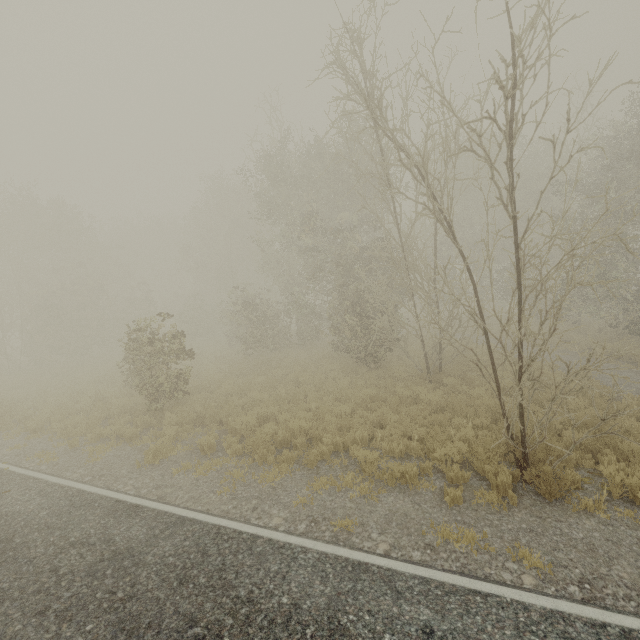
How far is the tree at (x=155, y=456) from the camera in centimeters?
850cm

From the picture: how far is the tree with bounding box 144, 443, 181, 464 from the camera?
8.5 meters

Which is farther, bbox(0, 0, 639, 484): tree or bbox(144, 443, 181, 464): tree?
bbox(144, 443, 181, 464): tree

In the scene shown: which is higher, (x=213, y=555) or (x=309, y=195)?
(x=309, y=195)

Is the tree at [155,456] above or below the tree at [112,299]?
below

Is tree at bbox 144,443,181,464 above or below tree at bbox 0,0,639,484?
below
